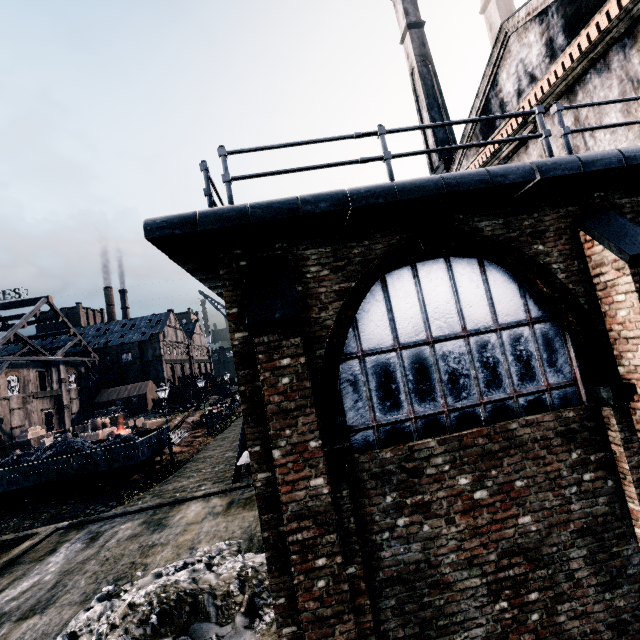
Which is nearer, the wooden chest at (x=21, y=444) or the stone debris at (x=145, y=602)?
the stone debris at (x=145, y=602)

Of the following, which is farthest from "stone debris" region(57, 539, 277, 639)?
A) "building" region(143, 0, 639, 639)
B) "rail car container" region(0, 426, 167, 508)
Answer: "rail car container" region(0, 426, 167, 508)

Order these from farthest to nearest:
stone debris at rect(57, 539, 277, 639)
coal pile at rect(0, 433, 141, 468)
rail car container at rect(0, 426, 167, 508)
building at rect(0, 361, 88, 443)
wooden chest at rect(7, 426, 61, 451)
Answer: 1. building at rect(0, 361, 88, 443)
2. wooden chest at rect(7, 426, 61, 451)
3. coal pile at rect(0, 433, 141, 468)
4. rail car container at rect(0, 426, 167, 508)
5. stone debris at rect(57, 539, 277, 639)

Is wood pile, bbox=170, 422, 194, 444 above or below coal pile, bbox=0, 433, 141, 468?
below

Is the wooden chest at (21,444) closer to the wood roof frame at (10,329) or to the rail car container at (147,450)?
the wood roof frame at (10,329)

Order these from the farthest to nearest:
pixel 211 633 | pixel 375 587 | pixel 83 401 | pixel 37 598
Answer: pixel 83 401
pixel 37 598
pixel 211 633
pixel 375 587

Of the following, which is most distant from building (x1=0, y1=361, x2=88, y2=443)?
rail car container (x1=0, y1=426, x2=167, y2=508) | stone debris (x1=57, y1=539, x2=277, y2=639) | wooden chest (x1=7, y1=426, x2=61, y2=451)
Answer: stone debris (x1=57, y1=539, x2=277, y2=639)

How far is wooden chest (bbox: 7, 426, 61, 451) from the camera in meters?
36.0 m
